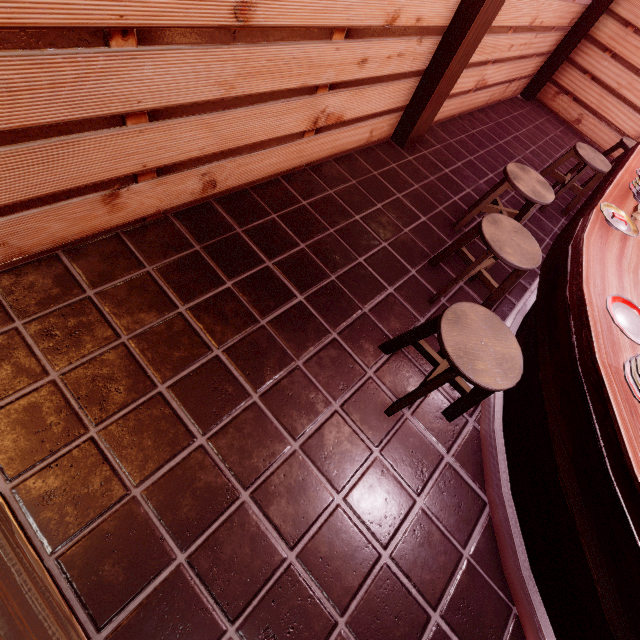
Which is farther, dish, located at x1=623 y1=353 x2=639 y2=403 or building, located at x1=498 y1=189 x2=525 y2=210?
building, located at x1=498 y1=189 x2=525 y2=210

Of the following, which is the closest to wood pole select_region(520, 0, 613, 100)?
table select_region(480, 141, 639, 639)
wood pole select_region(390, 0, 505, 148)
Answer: table select_region(480, 141, 639, 639)

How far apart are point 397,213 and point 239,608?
5.39m

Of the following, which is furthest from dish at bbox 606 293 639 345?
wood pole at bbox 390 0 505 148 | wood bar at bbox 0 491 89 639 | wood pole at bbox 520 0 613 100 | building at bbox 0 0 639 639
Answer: wood pole at bbox 520 0 613 100

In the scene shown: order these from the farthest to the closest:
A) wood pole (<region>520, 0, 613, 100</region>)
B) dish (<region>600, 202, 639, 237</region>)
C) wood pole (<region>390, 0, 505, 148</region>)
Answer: wood pole (<region>520, 0, 613, 100</region>), wood pole (<region>390, 0, 505, 148</region>), dish (<region>600, 202, 639, 237</region>)

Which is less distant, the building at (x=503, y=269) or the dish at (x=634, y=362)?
the dish at (x=634, y=362)

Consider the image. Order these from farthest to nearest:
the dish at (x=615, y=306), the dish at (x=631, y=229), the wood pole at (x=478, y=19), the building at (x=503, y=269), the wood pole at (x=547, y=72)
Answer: the wood pole at (x=547, y=72)
the building at (x=503, y=269)
the wood pole at (x=478, y=19)
the dish at (x=631, y=229)
the dish at (x=615, y=306)

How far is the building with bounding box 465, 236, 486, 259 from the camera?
5.6 meters
